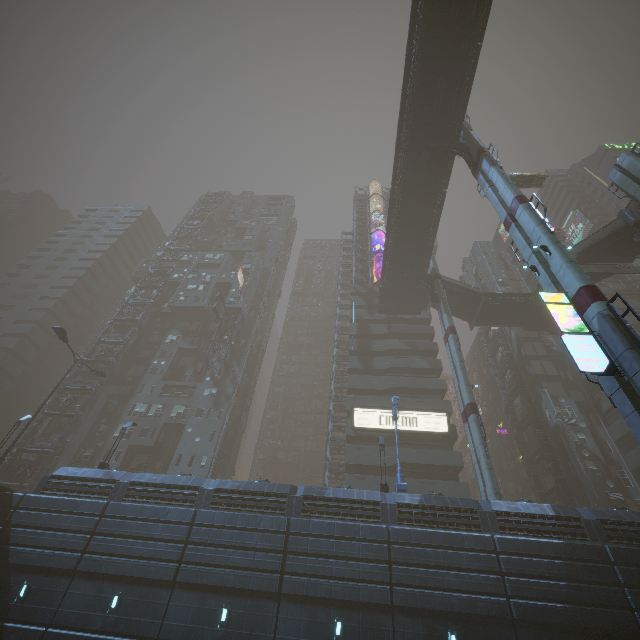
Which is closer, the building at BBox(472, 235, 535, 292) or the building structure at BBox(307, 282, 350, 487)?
the building structure at BBox(307, 282, 350, 487)

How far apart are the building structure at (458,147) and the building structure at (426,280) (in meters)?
14.71

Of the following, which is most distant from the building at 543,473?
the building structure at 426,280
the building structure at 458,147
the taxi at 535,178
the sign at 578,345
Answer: the building structure at 458,147

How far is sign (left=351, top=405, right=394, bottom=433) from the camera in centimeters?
3509cm

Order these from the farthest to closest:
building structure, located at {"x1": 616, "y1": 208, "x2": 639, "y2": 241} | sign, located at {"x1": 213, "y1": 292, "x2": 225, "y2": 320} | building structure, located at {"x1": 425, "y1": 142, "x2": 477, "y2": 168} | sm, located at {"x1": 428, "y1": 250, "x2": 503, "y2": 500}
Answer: sign, located at {"x1": 213, "y1": 292, "x2": 225, "y2": 320} < building structure, located at {"x1": 425, "y1": 142, "x2": 477, "y2": 168} < building structure, located at {"x1": 616, "y1": 208, "x2": 639, "y2": 241} < sm, located at {"x1": 428, "y1": 250, "x2": 503, "y2": 500}

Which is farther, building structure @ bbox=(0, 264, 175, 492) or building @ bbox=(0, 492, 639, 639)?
building structure @ bbox=(0, 264, 175, 492)

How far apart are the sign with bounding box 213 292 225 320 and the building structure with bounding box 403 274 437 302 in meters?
26.3 m

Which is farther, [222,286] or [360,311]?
[222,286]
